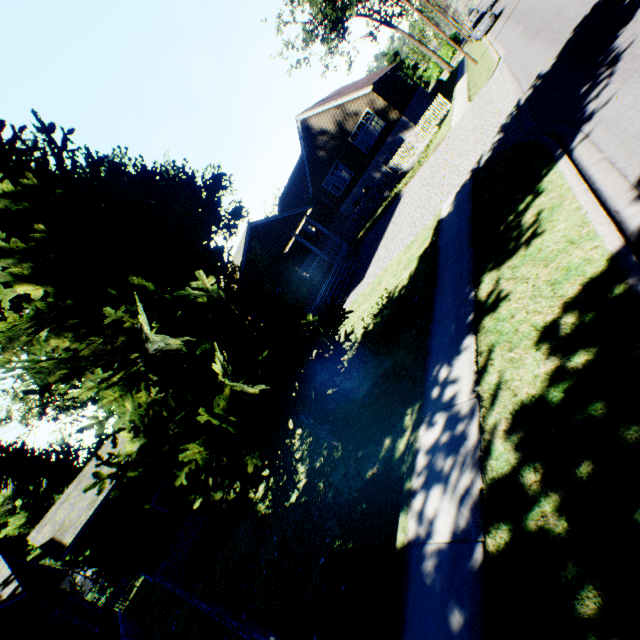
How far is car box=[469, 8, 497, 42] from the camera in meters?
28.9 m

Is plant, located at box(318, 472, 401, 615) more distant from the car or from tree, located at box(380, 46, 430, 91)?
the car

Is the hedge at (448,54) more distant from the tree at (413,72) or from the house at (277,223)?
the house at (277,223)

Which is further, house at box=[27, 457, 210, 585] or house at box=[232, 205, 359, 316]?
house at box=[232, 205, 359, 316]

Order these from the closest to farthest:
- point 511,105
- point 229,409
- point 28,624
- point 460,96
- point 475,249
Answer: point 229,409 < point 475,249 < point 28,624 < point 511,105 < point 460,96

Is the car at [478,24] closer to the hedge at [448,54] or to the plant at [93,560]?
the hedge at [448,54]

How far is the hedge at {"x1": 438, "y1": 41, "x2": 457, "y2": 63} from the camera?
52.78m

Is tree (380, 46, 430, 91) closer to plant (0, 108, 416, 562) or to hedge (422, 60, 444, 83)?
hedge (422, 60, 444, 83)
